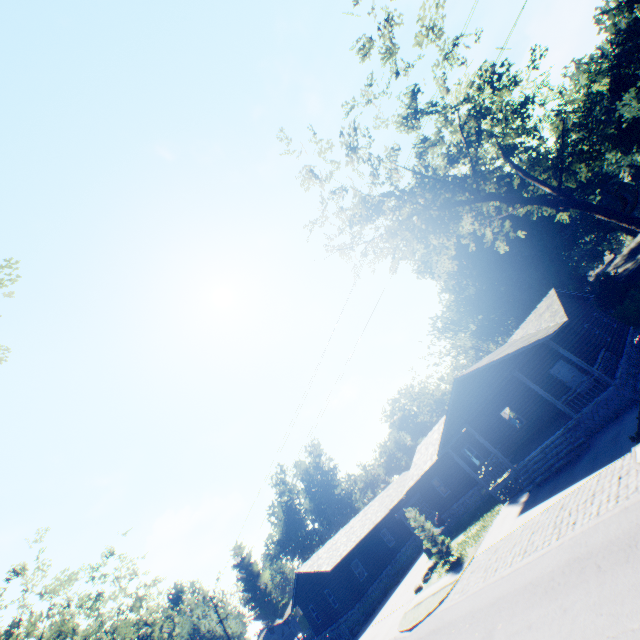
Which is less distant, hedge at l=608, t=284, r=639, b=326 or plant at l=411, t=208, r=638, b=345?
hedge at l=608, t=284, r=639, b=326

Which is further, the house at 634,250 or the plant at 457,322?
the house at 634,250

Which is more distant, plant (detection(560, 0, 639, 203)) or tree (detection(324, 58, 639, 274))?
plant (detection(560, 0, 639, 203))

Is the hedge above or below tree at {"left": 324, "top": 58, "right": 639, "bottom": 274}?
below

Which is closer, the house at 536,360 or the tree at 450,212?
the tree at 450,212

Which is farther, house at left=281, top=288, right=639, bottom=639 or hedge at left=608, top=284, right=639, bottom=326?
hedge at left=608, top=284, right=639, bottom=326

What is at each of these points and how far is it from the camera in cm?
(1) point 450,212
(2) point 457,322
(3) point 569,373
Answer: (1) tree, 1638
(2) plant, 4084
(3) door, 2078

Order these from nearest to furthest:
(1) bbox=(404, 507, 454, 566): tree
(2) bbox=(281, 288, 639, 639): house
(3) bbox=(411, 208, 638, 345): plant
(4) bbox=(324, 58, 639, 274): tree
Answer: (4) bbox=(324, 58, 639, 274): tree < (2) bbox=(281, 288, 639, 639): house < (1) bbox=(404, 507, 454, 566): tree < (3) bbox=(411, 208, 638, 345): plant
